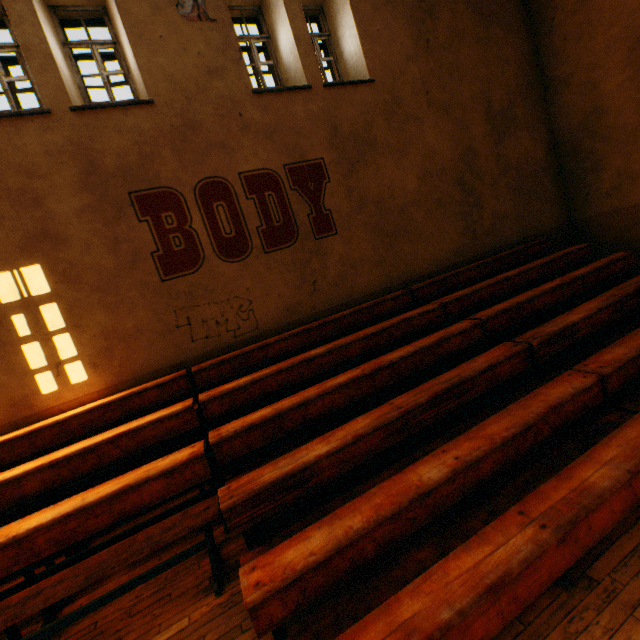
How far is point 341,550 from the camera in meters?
2.4
